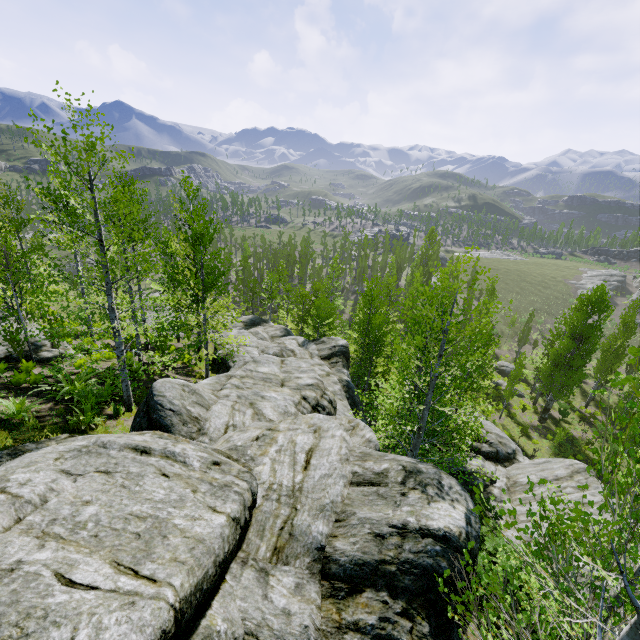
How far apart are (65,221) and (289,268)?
44.88m

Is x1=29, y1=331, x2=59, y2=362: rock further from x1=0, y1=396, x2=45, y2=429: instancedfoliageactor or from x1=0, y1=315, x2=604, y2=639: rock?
x1=0, y1=396, x2=45, y2=429: instancedfoliageactor

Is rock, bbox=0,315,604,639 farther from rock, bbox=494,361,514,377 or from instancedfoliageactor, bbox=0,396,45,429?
rock, bbox=494,361,514,377

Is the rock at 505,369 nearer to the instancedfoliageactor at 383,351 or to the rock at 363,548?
the instancedfoliageactor at 383,351

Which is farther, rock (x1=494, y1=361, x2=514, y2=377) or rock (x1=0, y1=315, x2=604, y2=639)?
rock (x1=494, y1=361, x2=514, y2=377)

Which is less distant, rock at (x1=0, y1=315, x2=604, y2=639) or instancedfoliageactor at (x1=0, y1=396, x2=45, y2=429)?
rock at (x1=0, y1=315, x2=604, y2=639)

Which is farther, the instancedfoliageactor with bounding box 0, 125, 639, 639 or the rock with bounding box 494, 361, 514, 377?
the rock with bounding box 494, 361, 514, 377
